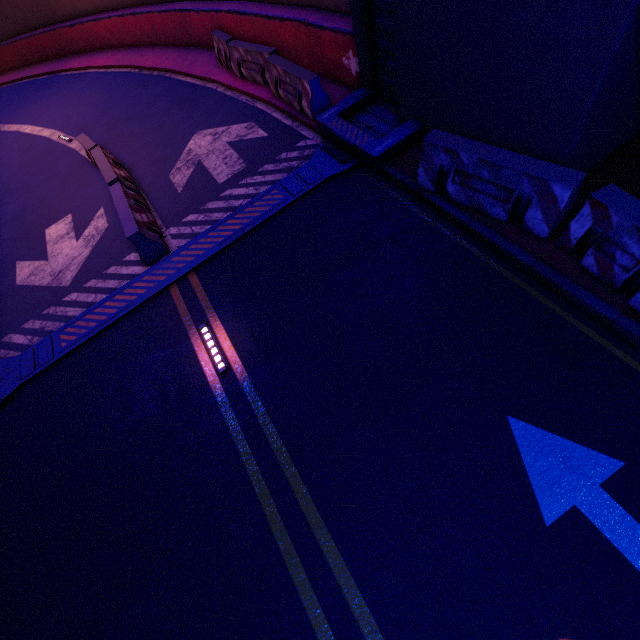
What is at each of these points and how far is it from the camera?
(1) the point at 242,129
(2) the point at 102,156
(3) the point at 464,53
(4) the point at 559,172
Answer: (1) tunnel, 9.59m
(2) fence, 9.27m
(3) wall arch, 5.07m
(4) fence, 4.42m

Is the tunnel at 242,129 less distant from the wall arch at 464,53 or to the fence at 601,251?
the wall arch at 464,53

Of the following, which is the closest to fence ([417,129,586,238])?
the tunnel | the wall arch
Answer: the wall arch

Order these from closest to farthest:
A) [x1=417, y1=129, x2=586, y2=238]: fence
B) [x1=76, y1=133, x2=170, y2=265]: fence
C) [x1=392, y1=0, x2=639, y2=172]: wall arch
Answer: [x1=392, y1=0, x2=639, y2=172]: wall arch → [x1=417, y1=129, x2=586, y2=238]: fence → [x1=76, y1=133, x2=170, y2=265]: fence

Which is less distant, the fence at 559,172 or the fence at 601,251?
the fence at 601,251

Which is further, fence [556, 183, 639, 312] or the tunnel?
the tunnel

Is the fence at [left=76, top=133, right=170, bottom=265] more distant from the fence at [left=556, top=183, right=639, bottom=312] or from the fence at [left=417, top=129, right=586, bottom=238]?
the fence at [left=556, top=183, right=639, bottom=312]

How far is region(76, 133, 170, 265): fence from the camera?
7.2m
